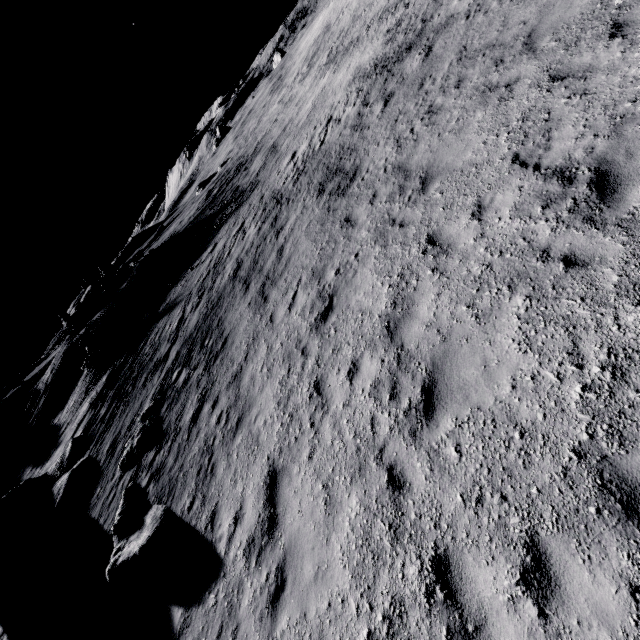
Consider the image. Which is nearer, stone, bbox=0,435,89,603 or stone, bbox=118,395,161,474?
stone, bbox=118,395,161,474

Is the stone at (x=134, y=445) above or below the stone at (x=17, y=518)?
below

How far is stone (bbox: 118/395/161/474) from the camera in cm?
1235

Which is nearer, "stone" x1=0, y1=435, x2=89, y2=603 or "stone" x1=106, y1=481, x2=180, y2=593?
"stone" x1=106, y1=481, x2=180, y2=593

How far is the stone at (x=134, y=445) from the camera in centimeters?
1235cm

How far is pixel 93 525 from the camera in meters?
11.8

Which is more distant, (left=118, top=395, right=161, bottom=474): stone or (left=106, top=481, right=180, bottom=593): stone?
(left=118, top=395, right=161, bottom=474): stone

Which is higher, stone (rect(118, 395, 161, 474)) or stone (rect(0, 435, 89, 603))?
stone (rect(0, 435, 89, 603))
